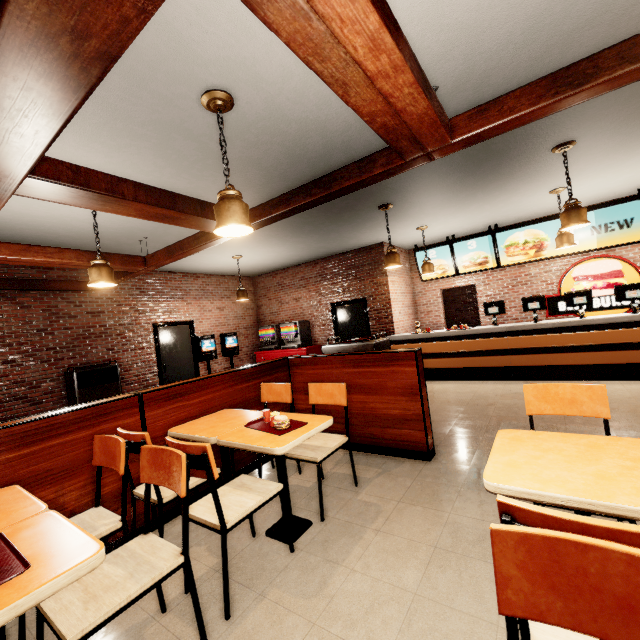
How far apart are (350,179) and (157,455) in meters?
2.8 m
